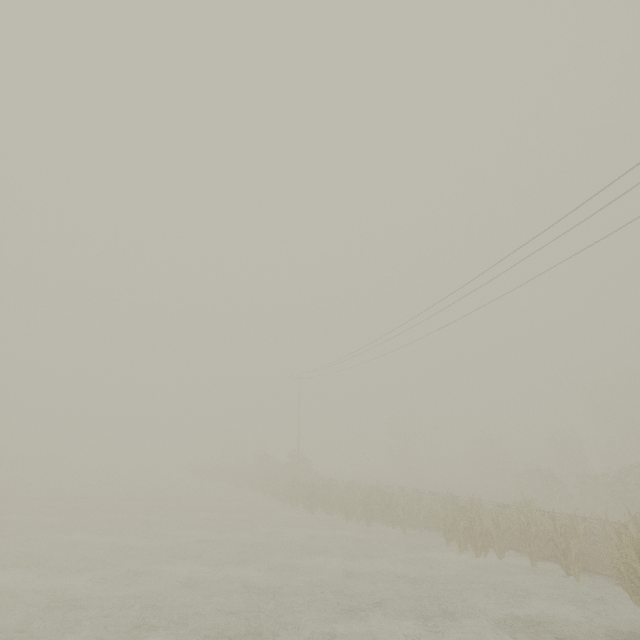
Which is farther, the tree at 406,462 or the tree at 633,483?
the tree at 406,462

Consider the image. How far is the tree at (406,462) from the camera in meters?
Result: 49.1 m

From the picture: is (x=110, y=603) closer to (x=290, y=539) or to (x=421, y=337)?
(x=290, y=539)

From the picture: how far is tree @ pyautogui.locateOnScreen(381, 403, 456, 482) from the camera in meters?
49.1

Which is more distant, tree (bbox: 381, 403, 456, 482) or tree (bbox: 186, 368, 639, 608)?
tree (bbox: 381, 403, 456, 482)
